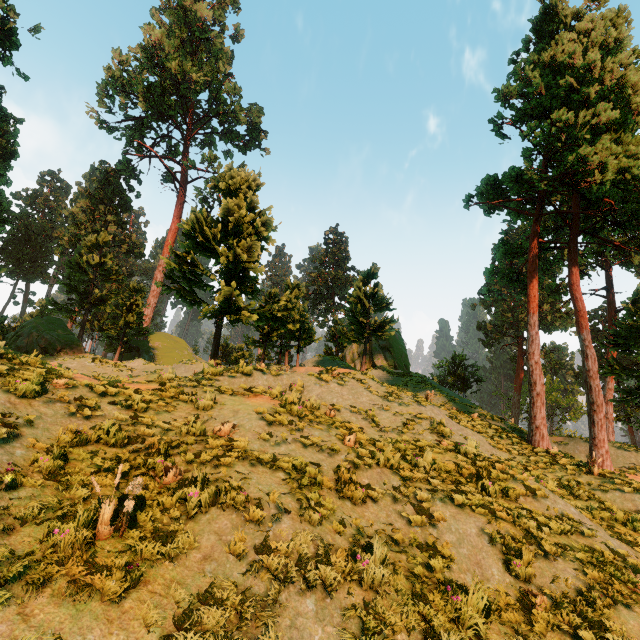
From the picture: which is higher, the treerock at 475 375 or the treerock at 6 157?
the treerock at 6 157

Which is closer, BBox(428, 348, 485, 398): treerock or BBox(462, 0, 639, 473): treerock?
BBox(462, 0, 639, 473): treerock

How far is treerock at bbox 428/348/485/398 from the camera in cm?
3872

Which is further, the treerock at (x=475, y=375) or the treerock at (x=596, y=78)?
the treerock at (x=475, y=375)

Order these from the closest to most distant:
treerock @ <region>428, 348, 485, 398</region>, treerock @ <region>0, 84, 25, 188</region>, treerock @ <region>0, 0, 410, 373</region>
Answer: treerock @ <region>0, 0, 410, 373</region> < treerock @ <region>0, 84, 25, 188</region> < treerock @ <region>428, 348, 485, 398</region>

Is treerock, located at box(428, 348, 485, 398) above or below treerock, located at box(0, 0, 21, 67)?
below

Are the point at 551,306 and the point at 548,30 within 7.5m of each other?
no
